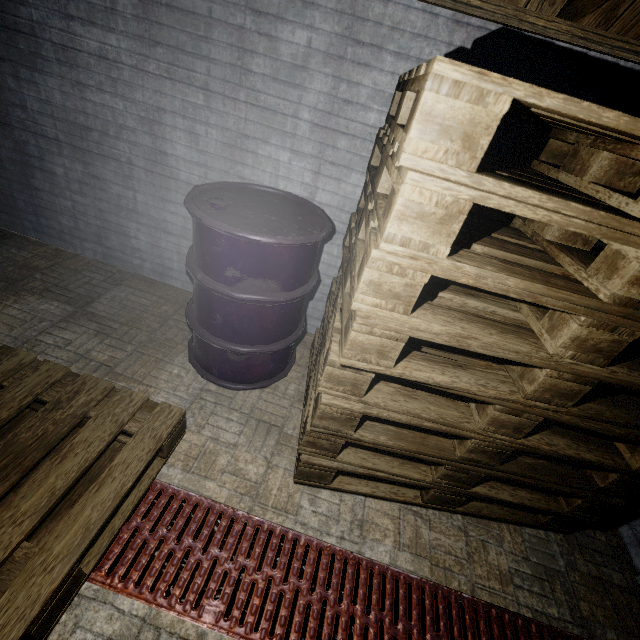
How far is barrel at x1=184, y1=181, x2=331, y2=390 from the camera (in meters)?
1.47

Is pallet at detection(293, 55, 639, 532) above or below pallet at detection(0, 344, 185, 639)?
above

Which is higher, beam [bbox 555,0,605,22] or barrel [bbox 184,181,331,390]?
beam [bbox 555,0,605,22]

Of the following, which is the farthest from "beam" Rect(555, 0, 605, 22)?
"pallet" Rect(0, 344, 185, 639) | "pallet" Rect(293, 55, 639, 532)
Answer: "pallet" Rect(0, 344, 185, 639)

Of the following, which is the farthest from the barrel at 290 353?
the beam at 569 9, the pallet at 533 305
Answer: the beam at 569 9

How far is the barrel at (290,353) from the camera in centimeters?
147cm

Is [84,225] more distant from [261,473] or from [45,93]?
[261,473]

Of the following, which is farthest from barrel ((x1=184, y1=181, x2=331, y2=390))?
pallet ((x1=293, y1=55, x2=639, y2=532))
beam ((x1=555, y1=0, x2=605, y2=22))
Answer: beam ((x1=555, y1=0, x2=605, y2=22))
